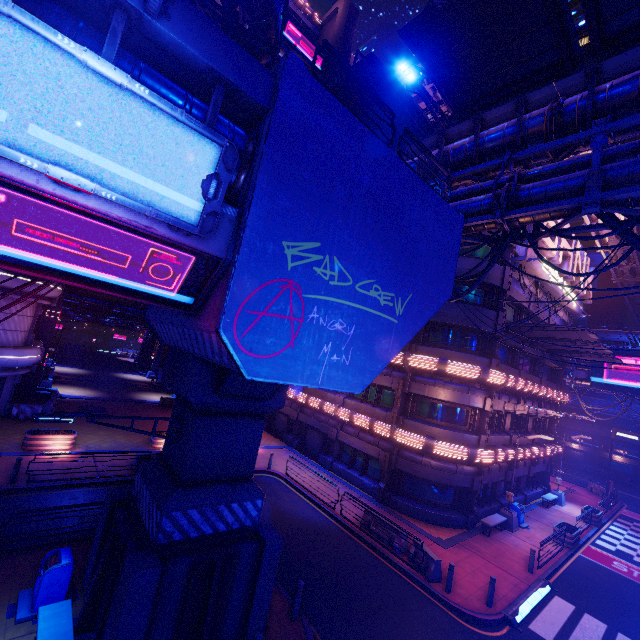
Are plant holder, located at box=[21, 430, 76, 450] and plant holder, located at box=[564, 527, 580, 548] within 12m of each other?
no

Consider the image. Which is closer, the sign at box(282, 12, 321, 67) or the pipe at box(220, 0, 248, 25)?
the pipe at box(220, 0, 248, 25)

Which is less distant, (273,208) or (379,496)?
(273,208)

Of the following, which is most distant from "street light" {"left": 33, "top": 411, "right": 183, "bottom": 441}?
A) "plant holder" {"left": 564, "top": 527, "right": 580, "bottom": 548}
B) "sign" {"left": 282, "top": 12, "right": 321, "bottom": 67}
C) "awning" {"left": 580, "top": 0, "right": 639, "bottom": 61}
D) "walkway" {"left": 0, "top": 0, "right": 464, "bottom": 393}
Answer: "sign" {"left": 282, "top": 12, "right": 321, "bottom": 67}

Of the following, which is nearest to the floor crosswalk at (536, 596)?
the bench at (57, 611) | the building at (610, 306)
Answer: the bench at (57, 611)

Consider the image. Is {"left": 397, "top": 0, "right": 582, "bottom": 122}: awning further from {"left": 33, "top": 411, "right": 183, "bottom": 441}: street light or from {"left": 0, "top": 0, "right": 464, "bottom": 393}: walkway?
{"left": 33, "top": 411, "right": 183, "bottom": 441}: street light

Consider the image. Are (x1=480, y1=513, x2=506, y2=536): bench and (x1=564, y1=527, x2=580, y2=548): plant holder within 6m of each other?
yes

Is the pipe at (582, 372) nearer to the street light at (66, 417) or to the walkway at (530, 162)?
the walkway at (530, 162)
